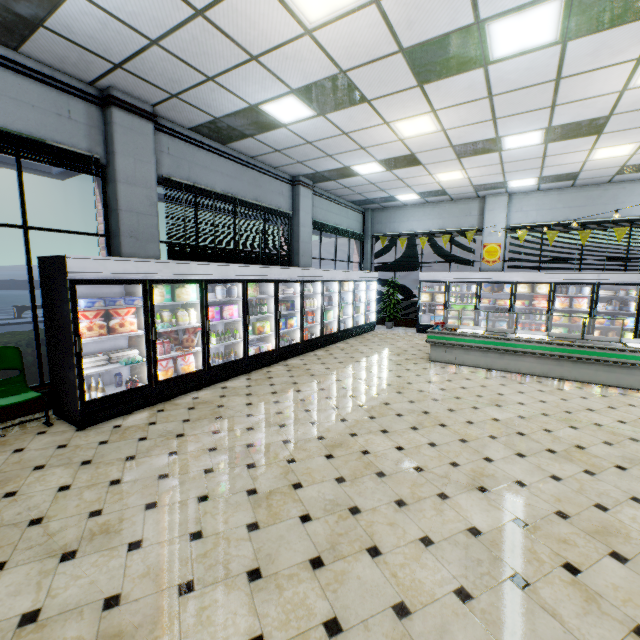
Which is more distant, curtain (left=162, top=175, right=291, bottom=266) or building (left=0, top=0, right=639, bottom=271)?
curtain (left=162, top=175, right=291, bottom=266)

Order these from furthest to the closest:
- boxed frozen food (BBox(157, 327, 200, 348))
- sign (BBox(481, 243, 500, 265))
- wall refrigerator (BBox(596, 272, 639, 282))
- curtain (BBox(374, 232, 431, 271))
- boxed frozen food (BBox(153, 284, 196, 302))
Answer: curtain (BBox(374, 232, 431, 271)), sign (BBox(481, 243, 500, 265)), wall refrigerator (BBox(596, 272, 639, 282)), boxed frozen food (BBox(157, 327, 200, 348)), boxed frozen food (BBox(153, 284, 196, 302))

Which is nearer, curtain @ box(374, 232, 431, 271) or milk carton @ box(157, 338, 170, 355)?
milk carton @ box(157, 338, 170, 355)

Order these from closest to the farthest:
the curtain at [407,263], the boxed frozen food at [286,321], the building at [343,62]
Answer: the building at [343,62]
the boxed frozen food at [286,321]
the curtain at [407,263]

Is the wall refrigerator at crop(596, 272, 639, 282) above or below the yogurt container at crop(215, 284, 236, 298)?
above

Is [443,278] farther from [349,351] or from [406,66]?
[406,66]

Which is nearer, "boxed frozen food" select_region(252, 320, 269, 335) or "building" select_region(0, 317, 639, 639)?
"building" select_region(0, 317, 639, 639)

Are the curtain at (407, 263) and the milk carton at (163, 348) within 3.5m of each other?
no
